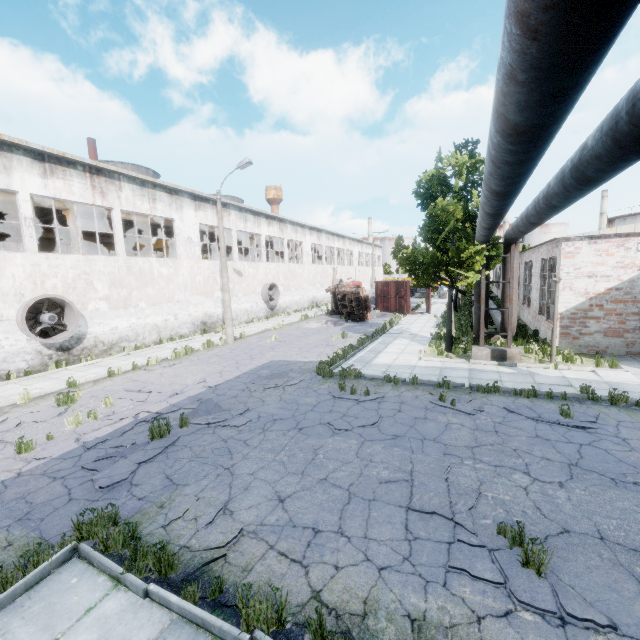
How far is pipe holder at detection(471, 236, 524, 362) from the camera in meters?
12.5 m

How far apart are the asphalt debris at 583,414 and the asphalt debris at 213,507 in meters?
7.3 m

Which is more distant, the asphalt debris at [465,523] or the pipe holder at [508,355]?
the pipe holder at [508,355]

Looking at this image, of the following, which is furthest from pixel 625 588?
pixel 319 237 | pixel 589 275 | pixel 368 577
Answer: pixel 319 237

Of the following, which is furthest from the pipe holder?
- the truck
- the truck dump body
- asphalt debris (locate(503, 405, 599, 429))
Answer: the truck dump body

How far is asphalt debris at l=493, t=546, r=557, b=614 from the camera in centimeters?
358cm

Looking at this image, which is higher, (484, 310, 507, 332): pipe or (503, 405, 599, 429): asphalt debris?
(484, 310, 507, 332): pipe
